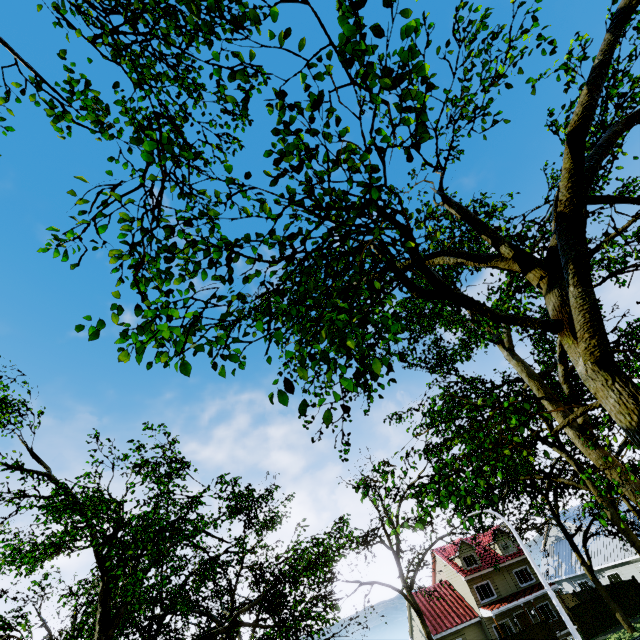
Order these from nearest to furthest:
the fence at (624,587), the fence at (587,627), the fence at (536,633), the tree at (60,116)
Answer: the tree at (60,116) < the fence at (536,633) < the fence at (587,627) < the fence at (624,587)

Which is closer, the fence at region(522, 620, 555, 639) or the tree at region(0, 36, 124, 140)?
the tree at region(0, 36, 124, 140)

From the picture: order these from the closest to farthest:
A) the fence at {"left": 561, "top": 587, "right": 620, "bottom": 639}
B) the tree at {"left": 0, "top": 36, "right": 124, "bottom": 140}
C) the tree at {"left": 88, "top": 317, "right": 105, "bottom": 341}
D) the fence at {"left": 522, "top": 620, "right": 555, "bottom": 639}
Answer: the tree at {"left": 88, "top": 317, "right": 105, "bottom": 341} < the tree at {"left": 0, "top": 36, "right": 124, "bottom": 140} < the fence at {"left": 522, "top": 620, "right": 555, "bottom": 639} < the fence at {"left": 561, "top": 587, "right": 620, "bottom": 639}

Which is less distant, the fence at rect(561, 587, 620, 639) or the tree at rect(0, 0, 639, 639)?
the tree at rect(0, 0, 639, 639)

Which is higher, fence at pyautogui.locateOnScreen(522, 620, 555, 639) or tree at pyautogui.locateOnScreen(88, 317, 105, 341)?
tree at pyautogui.locateOnScreen(88, 317, 105, 341)

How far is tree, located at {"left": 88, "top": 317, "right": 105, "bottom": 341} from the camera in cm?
270

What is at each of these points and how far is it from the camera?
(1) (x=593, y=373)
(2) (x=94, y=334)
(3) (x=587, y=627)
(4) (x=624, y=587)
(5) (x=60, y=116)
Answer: (1) tree, 2.9m
(2) tree, 2.7m
(3) fence, 27.4m
(4) fence, 29.9m
(5) tree, 7.6m

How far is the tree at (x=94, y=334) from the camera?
2.7 meters
